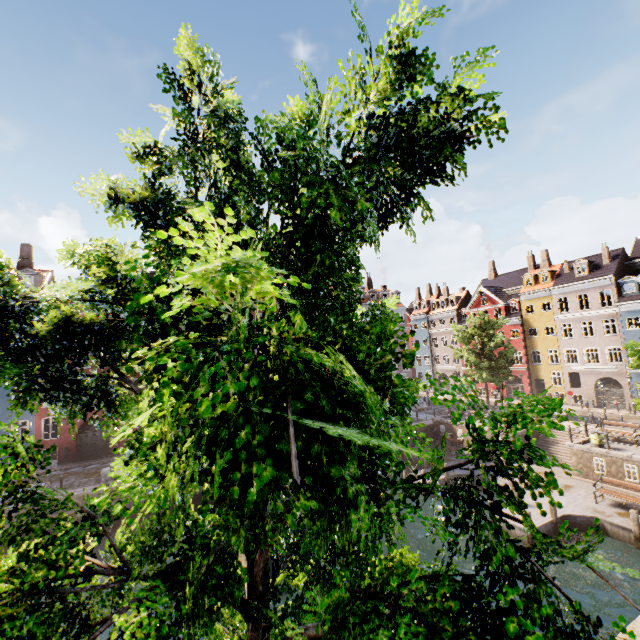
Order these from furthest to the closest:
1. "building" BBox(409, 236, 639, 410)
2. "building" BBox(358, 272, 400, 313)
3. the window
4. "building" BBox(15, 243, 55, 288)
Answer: "building" BBox(358, 272, 400, 313) < "building" BBox(409, 236, 639, 410) < "building" BBox(15, 243, 55, 288) < the window

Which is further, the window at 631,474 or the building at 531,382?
the building at 531,382

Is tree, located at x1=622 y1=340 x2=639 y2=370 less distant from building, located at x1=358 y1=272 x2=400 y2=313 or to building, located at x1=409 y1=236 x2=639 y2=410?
building, located at x1=409 y1=236 x2=639 y2=410

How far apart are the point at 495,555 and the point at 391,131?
2.7m

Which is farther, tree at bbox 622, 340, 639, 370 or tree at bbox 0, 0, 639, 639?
tree at bbox 622, 340, 639, 370

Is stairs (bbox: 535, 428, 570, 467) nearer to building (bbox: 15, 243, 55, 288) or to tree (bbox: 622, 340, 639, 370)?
tree (bbox: 622, 340, 639, 370)

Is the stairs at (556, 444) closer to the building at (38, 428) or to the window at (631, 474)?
the window at (631, 474)

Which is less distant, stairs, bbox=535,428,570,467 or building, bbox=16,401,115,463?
stairs, bbox=535,428,570,467
